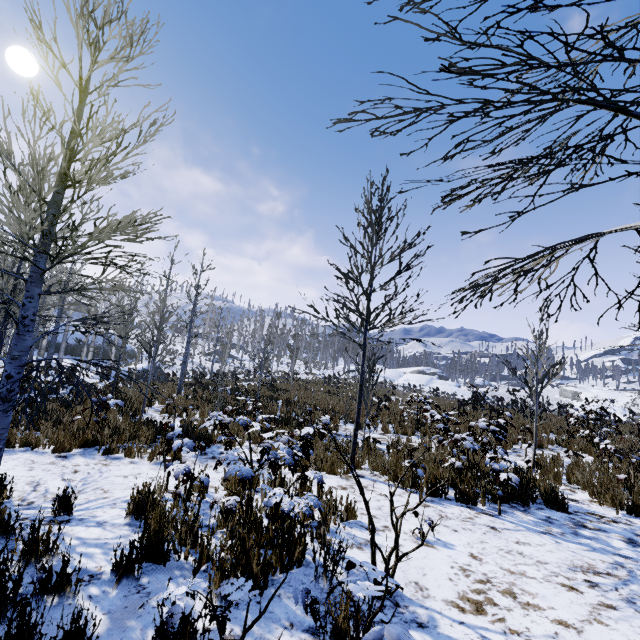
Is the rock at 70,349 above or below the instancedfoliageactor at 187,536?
above

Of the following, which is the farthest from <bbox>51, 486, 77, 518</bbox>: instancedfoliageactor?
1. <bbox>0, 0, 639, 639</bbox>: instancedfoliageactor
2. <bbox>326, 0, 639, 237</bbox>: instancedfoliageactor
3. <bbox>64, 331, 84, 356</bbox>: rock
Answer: <bbox>64, 331, 84, 356</bbox>: rock

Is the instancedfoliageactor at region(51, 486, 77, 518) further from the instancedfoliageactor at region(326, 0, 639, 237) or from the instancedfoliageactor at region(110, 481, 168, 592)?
the instancedfoliageactor at region(326, 0, 639, 237)

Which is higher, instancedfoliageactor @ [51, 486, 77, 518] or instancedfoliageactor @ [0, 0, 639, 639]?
instancedfoliageactor @ [0, 0, 639, 639]

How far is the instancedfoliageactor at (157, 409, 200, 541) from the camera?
3.3m

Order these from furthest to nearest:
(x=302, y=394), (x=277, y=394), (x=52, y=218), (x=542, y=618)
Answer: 1. (x=302, y=394)
2. (x=277, y=394)
3. (x=52, y=218)
4. (x=542, y=618)

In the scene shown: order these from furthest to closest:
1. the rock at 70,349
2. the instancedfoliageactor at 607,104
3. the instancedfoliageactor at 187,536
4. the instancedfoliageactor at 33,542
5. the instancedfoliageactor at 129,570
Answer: the rock at 70,349, the instancedfoliageactor at 187,536, the instancedfoliageactor at 129,570, the instancedfoliageactor at 33,542, the instancedfoliageactor at 607,104

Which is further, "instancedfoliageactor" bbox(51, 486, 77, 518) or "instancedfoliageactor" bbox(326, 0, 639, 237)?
"instancedfoliageactor" bbox(51, 486, 77, 518)
